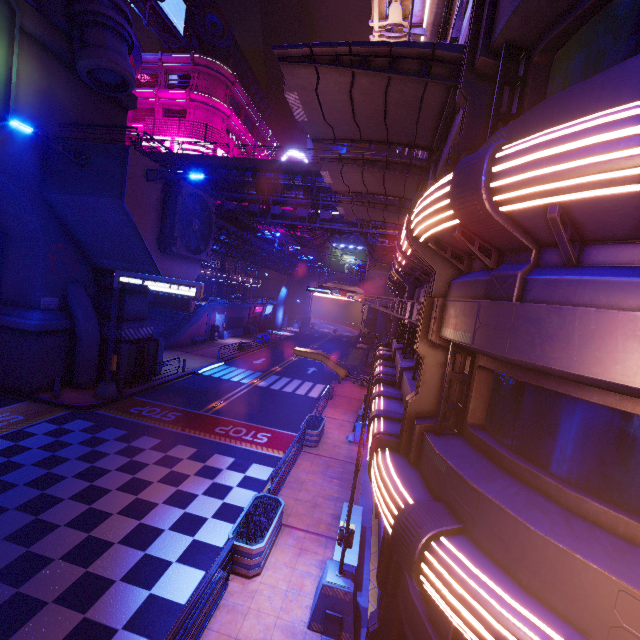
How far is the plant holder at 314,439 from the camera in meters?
15.8

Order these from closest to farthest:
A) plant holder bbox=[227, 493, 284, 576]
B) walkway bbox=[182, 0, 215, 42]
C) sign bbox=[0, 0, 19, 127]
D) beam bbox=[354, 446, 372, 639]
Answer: beam bbox=[354, 446, 372, 639], plant holder bbox=[227, 493, 284, 576], sign bbox=[0, 0, 19, 127], walkway bbox=[182, 0, 215, 42]

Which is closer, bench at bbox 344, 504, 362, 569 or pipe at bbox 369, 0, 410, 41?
bench at bbox 344, 504, 362, 569

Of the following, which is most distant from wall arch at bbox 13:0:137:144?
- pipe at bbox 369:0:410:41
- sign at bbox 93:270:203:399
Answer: pipe at bbox 369:0:410:41

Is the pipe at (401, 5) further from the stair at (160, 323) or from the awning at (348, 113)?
the awning at (348, 113)

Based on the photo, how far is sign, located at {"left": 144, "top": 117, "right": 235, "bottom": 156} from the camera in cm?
4209

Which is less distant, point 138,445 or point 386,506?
point 386,506

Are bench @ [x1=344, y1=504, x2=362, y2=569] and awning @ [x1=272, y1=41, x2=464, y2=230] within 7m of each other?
no
